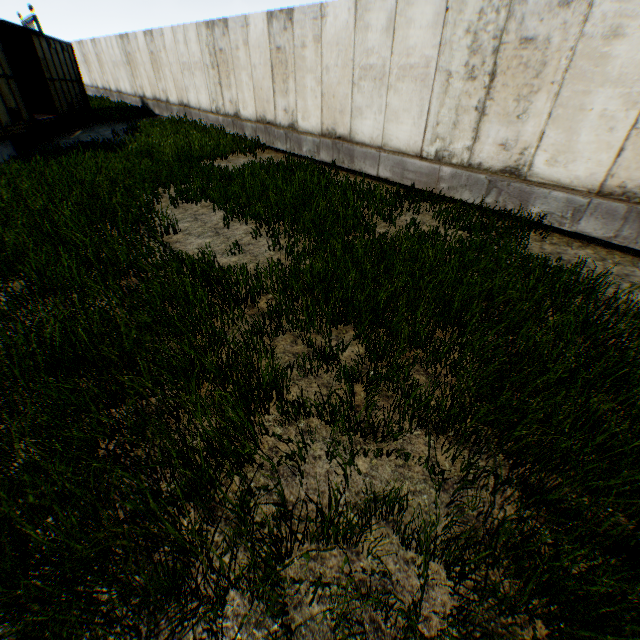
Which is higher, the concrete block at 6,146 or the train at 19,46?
the train at 19,46

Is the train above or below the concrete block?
above

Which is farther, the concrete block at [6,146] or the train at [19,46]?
the train at [19,46]

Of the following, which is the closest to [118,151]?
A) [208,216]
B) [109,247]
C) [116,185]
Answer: [116,185]

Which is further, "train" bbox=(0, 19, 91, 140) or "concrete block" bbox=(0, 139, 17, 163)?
"train" bbox=(0, 19, 91, 140)
